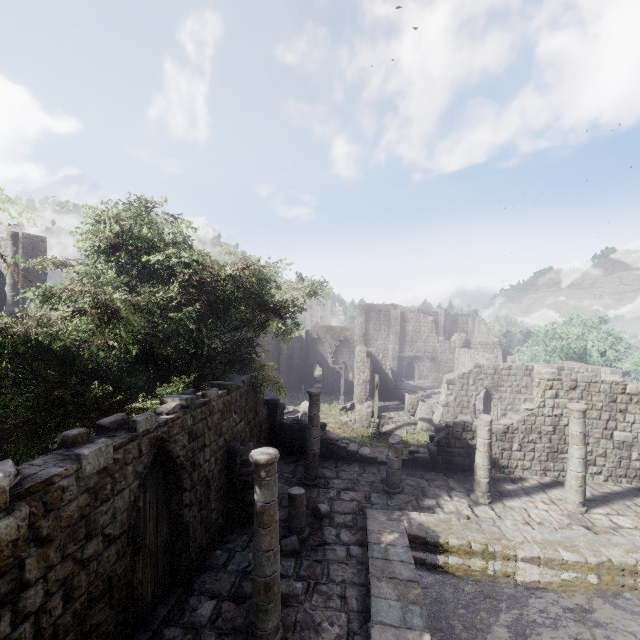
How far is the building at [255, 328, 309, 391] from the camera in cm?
4122

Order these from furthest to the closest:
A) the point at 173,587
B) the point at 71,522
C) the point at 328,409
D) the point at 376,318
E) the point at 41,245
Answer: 1. the point at 376,318
2. the point at 328,409
3. the point at 41,245
4. the point at 173,587
5. the point at 71,522

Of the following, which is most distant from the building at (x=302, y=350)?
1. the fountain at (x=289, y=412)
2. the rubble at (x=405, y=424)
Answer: the fountain at (x=289, y=412)

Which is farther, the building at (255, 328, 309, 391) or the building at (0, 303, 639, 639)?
the building at (255, 328, 309, 391)

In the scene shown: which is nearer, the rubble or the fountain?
the rubble

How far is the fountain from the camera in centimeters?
2910cm

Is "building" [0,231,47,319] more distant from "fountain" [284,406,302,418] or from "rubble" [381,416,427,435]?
"fountain" [284,406,302,418]

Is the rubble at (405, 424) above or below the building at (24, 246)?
below
